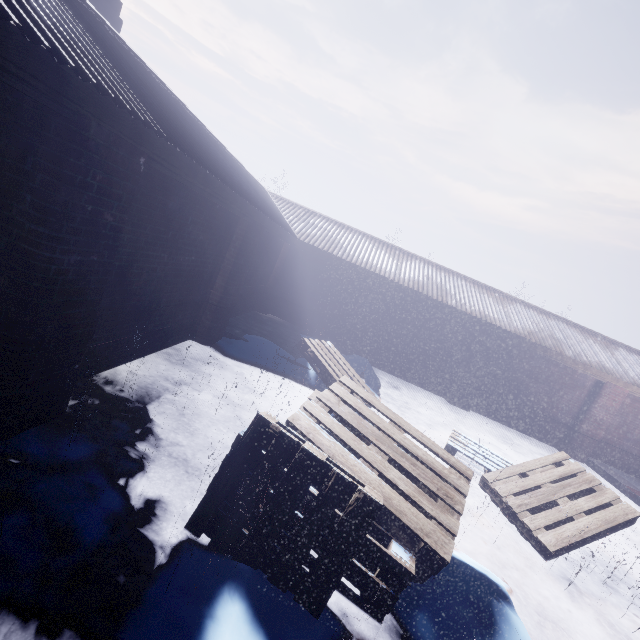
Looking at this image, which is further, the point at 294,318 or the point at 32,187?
the point at 294,318
